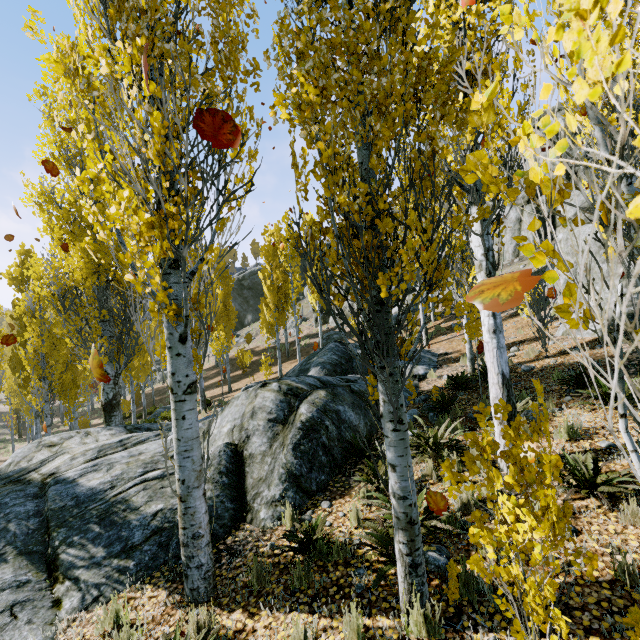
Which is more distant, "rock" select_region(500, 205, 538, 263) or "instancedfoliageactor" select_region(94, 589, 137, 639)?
"rock" select_region(500, 205, 538, 263)

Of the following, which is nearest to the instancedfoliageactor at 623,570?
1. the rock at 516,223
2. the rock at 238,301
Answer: the rock at 516,223

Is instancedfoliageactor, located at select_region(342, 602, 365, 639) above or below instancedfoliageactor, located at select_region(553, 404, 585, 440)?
below

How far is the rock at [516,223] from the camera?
22.9 meters

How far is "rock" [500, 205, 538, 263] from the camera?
22.9m

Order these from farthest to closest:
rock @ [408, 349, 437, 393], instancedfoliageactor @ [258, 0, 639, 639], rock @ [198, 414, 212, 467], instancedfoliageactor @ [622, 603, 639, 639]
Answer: rock @ [408, 349, 437, 393] → rock @ [198, 414, 212, 467] → instancedfoliageactor @ [622, 603, 639, 639] → instancedfoliageactor @ [258, 0, 639, 639]

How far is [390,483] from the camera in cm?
309
